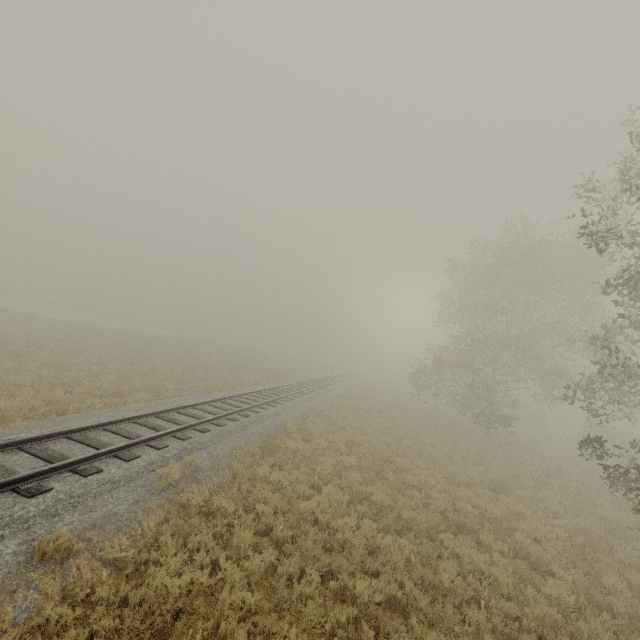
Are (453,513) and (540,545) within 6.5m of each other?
yes
